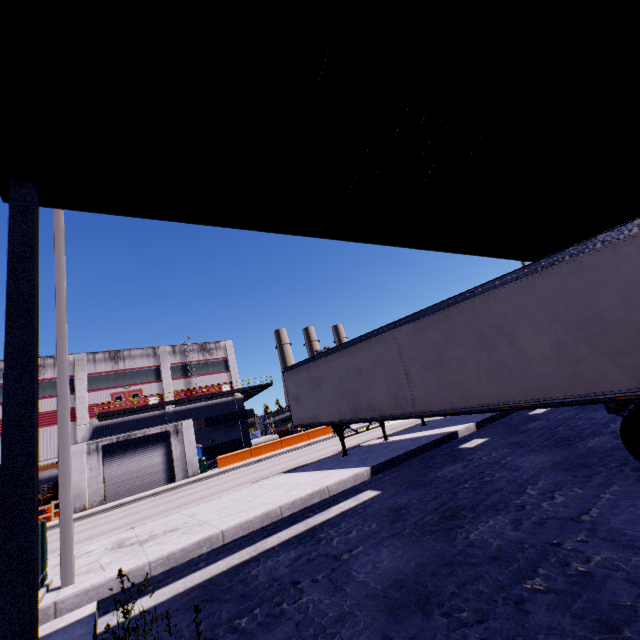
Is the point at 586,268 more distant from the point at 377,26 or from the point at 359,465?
the point at 359,465

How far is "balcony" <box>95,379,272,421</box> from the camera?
31.6 meters

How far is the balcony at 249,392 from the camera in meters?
31.6 m

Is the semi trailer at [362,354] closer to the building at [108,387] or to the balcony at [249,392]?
the building at [108,387]

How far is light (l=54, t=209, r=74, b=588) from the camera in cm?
546

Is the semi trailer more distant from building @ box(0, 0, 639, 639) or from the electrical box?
the electrical box

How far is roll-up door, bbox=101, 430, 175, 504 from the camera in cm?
2542

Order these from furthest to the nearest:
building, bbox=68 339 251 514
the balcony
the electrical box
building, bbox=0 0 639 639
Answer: the balcony, building, bbox=68 339 251 514, the electrical box, building, bbox=0 0 639 639
